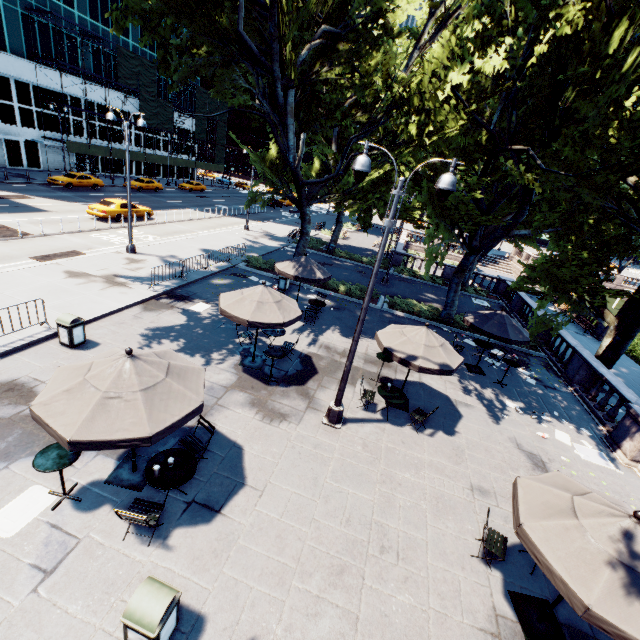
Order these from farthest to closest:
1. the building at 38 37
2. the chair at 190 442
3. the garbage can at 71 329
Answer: the building at 38 37 < the garbage can at 71 329 < the chair at 190 442

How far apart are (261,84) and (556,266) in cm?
1781

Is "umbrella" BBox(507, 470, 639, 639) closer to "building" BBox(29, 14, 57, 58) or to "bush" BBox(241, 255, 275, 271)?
"bush" BBox(241, 255, 275, 271)

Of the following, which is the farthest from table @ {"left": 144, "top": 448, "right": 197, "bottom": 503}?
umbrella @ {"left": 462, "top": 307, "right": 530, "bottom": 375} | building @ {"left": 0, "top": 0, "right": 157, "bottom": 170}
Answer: building @ {"left": 0, "top": 0, "right": 157, "bottom": 170}

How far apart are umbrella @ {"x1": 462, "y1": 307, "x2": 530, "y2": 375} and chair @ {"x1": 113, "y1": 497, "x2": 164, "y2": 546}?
12.28m

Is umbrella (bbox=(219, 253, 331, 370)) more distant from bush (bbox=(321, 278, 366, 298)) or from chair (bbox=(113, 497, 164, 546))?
bush (bbox=(321, 278, 366, 298))

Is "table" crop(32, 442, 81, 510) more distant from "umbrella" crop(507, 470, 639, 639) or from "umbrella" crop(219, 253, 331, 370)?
"umbrella" crop(507, 470, 639, 639)

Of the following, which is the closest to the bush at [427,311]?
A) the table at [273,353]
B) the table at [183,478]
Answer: the table at [273,353]
